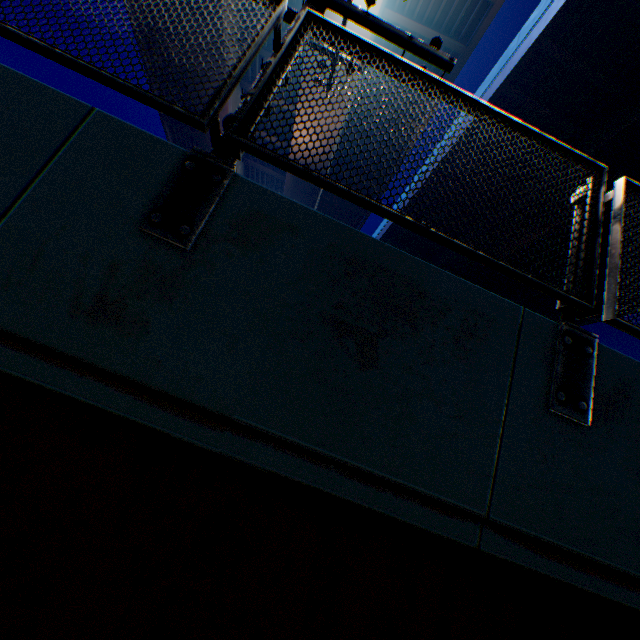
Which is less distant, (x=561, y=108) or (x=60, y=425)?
(x=60, y=425)

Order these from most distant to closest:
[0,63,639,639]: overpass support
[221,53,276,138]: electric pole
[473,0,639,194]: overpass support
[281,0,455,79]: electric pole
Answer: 1. [473,0,639,194]: overpass support
2. [281,0,455,79]: electric pole
3. [221,53,276,138]: electric pole
4. [0,63,639,639]: overpass support

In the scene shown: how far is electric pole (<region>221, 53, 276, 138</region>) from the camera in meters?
2.6 m

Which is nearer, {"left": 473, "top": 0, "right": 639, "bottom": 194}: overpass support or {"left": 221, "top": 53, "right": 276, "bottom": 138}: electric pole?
{"left": 221, "top": 53, "right": 276, "bottom": 138}: electric pole

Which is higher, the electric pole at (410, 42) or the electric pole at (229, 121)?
the electric pole at (410, 42)

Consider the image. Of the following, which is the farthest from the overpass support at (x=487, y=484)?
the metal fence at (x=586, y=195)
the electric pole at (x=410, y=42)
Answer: the electric pole at (x=410, y=42)

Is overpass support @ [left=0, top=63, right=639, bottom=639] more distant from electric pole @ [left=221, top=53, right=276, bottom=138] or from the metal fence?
electric pole @ [left=221, top=53, right=276, bottom=138]

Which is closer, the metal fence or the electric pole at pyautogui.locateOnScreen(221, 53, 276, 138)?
the metal fence
